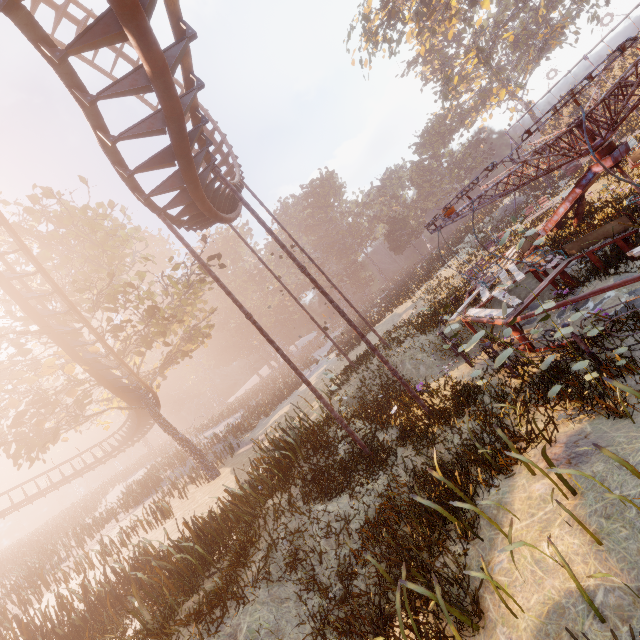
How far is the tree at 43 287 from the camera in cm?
1545

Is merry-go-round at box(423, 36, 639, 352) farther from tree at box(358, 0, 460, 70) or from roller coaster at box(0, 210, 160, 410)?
tree at box(358, 0, 460, 70)

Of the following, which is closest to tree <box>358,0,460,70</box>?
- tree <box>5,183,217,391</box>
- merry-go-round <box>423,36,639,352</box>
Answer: merry-go-round <box>423,36,639,352</box>

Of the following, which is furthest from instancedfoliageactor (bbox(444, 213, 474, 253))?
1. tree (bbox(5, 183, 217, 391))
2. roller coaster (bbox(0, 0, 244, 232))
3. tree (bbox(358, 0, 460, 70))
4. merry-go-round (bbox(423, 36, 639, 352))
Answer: tree (bbox(358, 0, 460, 70))

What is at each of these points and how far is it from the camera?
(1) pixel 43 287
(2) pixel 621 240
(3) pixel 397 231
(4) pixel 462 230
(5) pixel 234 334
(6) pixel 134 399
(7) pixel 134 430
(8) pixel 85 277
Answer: (1) tree, 23.7m
(2) merry-go-round, 7.7m
(3) instancedfoliageactor, 51.8m
(4) instancedfoliageactor, 39.6m
(5) instancedfoliageactor, 58.3m
(6) roller coaster, 19.4m
(7) roller coaster, 27.5m
(8) tree, 17.6m

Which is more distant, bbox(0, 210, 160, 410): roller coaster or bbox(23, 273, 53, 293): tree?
bbox(23, 273, 53, 293): tree

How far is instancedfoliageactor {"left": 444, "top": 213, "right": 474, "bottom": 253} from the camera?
31.4 meters

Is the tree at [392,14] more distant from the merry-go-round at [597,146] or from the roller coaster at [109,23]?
the merry-go-round at [597,146]
